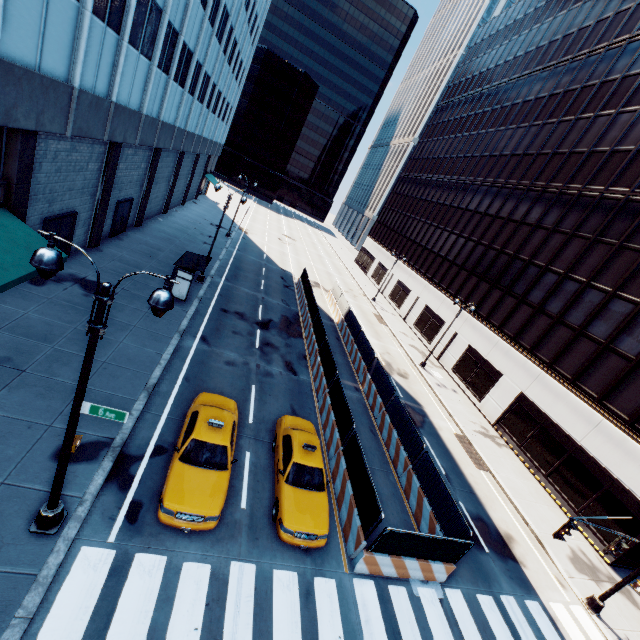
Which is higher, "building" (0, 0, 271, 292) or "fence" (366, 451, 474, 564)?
"building" (0, 0, 271, 292)

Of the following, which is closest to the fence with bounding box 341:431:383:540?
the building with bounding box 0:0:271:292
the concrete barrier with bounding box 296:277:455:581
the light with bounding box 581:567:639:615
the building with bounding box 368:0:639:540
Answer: the concrete barrier with bounding box 296:277:455:581

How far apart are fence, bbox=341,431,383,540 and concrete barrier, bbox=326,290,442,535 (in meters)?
0.01

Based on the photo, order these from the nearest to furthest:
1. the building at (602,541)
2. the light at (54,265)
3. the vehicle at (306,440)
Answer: the light at (54,265) < the vehicle at (306,440) < the building at (602,541)

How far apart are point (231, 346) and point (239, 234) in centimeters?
2903cm

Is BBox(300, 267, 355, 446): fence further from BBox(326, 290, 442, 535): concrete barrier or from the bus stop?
the bus stop

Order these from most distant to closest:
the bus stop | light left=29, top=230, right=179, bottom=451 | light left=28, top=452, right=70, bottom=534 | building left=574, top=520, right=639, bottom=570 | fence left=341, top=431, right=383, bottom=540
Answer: the bus stop, building left=574, top=520, right=639, bottom=570, fence left=341, top=431, right=383, bottom=540, light left=28, top=452, right=70, bottom=534, light left=29, top=230, right=179, bottom=451

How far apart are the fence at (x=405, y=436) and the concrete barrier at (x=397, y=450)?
0.01m
